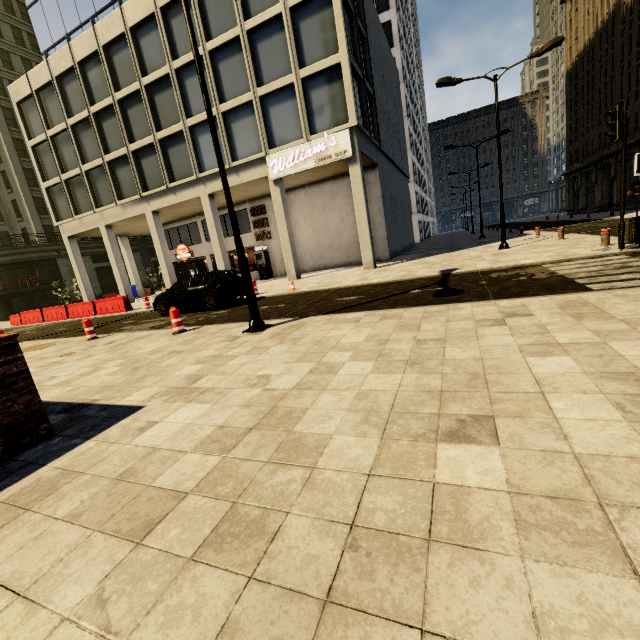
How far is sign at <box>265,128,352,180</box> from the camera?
15.9 meters

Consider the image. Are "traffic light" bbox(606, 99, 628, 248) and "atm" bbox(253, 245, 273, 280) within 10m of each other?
no

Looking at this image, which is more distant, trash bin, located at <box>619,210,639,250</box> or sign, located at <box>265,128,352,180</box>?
sign, located at <box>265,128,352,180</box>

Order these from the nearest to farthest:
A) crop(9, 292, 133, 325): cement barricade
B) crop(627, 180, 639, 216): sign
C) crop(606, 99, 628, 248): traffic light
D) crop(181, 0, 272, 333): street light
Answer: crop(181, 0, 272, 333): street light → crop(606, 99, 628, 248): traffic light → crop(627, 180, 639, 216): sign → crop(9, 292, 133, 325): cement barricade

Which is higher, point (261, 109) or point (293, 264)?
point (261, 109)

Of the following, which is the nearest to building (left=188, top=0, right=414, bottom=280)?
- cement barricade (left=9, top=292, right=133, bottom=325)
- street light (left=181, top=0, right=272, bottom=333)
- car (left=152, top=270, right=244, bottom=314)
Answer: cement barricade (left=9, top=292, right=133, bottom=325)

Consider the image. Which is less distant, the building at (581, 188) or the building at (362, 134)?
the building at (362, 134)

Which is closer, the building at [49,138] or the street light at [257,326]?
the street light at [257,326]
